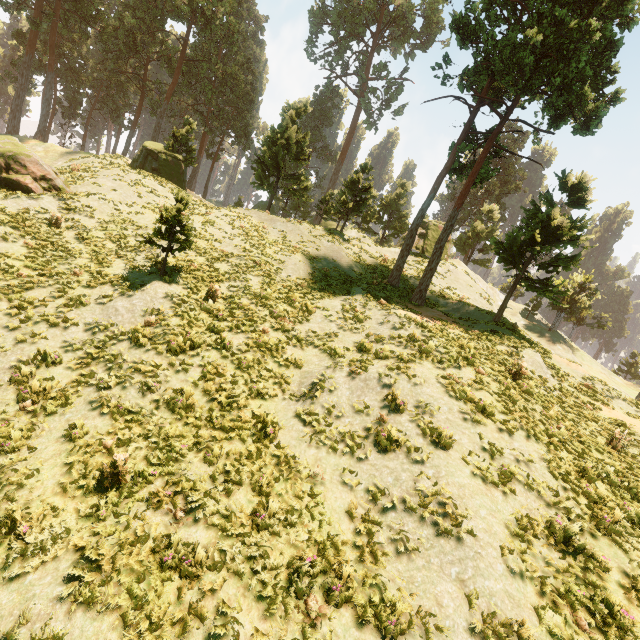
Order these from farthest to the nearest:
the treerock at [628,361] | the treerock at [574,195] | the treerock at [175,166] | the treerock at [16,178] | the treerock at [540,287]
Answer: the treerock at [628,361] → the treerock at [175,166] → the treerock at [16,178] → the treerock at [574,195] → the treerock at [540,287]

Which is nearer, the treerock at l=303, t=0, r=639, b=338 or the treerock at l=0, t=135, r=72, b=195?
the treerock at l=303, t=0, r=639, b=338

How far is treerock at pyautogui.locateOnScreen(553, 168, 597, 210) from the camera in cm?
1625

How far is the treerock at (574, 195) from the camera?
16.2m

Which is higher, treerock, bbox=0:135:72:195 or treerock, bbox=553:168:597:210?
treerock, bbox=553:168:597:210

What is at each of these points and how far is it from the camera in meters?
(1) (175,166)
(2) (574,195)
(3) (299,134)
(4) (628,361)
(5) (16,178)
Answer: (1) treerock, 28.6
(2) treerock, 17.0
(3) treerock, 28.0
(4) treerock, 46.6
(5) treerock, 17.0
